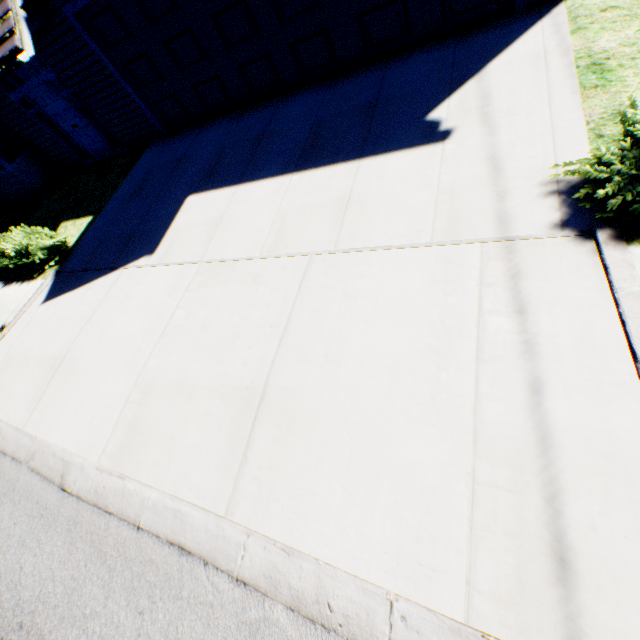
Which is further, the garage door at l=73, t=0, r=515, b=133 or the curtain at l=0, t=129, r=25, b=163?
the curtain at l=0, t=129, r=25, b=163

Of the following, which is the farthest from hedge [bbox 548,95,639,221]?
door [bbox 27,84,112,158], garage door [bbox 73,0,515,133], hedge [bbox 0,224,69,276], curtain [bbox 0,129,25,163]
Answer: curtain [bbox 0,129,25,163]

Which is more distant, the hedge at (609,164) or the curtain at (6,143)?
the curtain at (6,143)

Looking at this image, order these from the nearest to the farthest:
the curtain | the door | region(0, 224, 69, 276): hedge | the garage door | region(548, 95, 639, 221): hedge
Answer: region(548, 95, 639, 221): hedge, the garage door, region(0, 224, 69, 276): hedge, the door, the curtain

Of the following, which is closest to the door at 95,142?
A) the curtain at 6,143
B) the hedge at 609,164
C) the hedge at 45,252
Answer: the curtain at 6,143

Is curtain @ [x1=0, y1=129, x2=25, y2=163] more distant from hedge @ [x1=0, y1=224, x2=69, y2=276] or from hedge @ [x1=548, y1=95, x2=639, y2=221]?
hedge @ [x1=548, y1=95, x2=639, y2=221]

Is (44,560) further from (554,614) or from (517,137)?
(517,137)

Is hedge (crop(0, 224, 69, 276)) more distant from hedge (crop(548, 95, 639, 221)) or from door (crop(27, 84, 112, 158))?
hedge (crop(548, 95, 639, 221))
